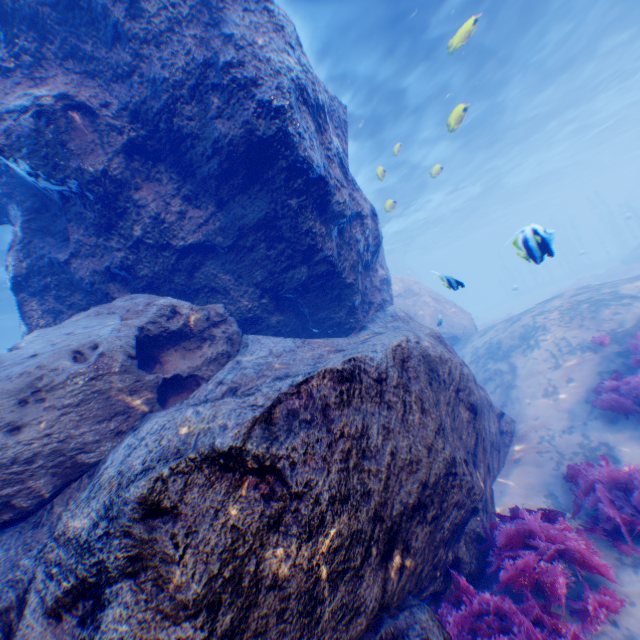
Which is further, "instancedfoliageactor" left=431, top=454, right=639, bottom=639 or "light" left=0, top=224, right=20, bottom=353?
"light" left=0, top=224, right=20, bottom=353

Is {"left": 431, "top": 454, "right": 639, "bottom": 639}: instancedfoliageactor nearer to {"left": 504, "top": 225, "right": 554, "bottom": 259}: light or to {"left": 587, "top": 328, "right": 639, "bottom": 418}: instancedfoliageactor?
{"left": 587, "top": 328, "right": 639, "bottom": 418}: instancedfoliageactor

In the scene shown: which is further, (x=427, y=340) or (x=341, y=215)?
(x=341, y=215)

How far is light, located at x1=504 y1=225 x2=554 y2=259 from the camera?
4.9m

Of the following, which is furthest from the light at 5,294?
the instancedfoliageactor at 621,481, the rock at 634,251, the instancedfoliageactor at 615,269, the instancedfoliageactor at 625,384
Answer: the instancedfoliageactor at 615,269

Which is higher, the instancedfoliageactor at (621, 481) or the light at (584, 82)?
the light at (584, 82)

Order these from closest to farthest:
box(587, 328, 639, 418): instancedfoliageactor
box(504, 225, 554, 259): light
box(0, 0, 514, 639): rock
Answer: box(0, 0, 514, 639): rock
box(504, 225, 554, 259): light
box(587, 328, 639, 418): instancedfoliageactor
